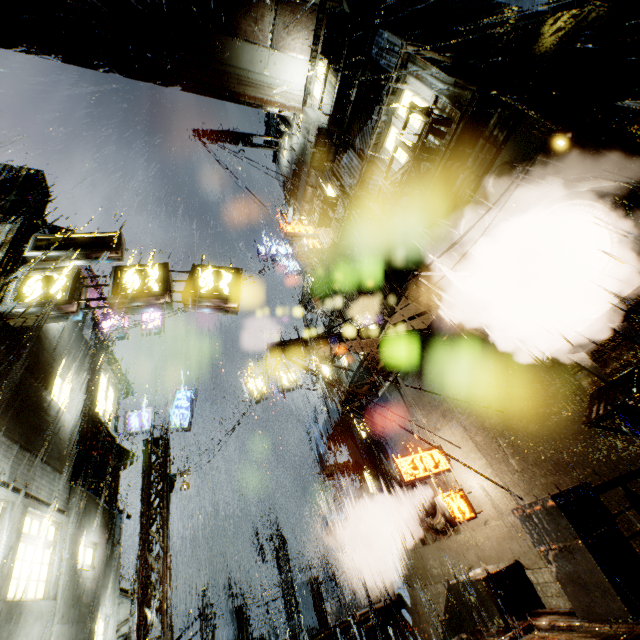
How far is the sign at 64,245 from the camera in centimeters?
877cm

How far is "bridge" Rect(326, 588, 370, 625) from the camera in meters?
15.2 m

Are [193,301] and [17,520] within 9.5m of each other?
yes

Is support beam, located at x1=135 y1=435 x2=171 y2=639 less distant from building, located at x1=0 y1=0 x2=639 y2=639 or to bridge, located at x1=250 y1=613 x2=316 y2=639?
building, located at x1=0 y1=0 x2=639 y2=639

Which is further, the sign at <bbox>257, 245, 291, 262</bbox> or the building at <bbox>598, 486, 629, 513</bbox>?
the sign at <bbox>257, 245, 291, 262</bbox>

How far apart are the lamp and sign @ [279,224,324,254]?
12.10m

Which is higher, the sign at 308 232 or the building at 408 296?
the sign at 308 232

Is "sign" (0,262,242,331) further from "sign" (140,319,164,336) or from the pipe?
the pipe
